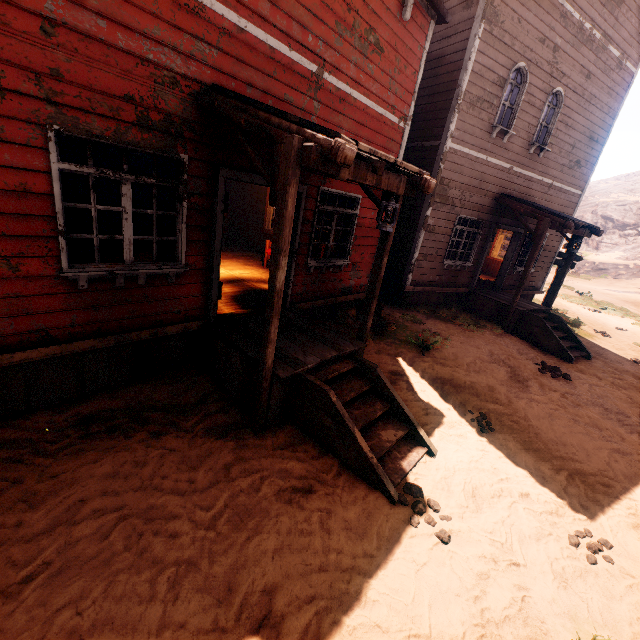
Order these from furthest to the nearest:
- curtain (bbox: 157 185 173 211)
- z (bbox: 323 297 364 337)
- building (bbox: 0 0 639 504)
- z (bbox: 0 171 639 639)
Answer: z (bbox: 323 297 364 337), curtain (bbox: 157 185 173 211), building (bbox: 0 0 639 504), z (bbox: 0 171 639 639)

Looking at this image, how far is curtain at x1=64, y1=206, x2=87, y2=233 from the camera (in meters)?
3.60

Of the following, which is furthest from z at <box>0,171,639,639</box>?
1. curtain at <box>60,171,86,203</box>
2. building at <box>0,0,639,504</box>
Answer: curtain at <box>60,171,86,203</box>

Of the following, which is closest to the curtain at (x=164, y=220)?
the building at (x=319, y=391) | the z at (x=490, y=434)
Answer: the building at (x=319, y=391)

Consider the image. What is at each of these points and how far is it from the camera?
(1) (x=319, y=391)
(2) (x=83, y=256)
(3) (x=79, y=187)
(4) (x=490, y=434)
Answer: (1) building, 4.2m
(2) curtain, 3.9m
(3) curtain, 3.6m
(4) z, 5.3m

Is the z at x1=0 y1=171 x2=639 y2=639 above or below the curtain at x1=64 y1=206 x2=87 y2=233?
below

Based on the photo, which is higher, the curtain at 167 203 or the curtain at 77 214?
the curtain at 167 203

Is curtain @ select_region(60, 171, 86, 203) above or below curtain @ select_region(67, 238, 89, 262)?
above
